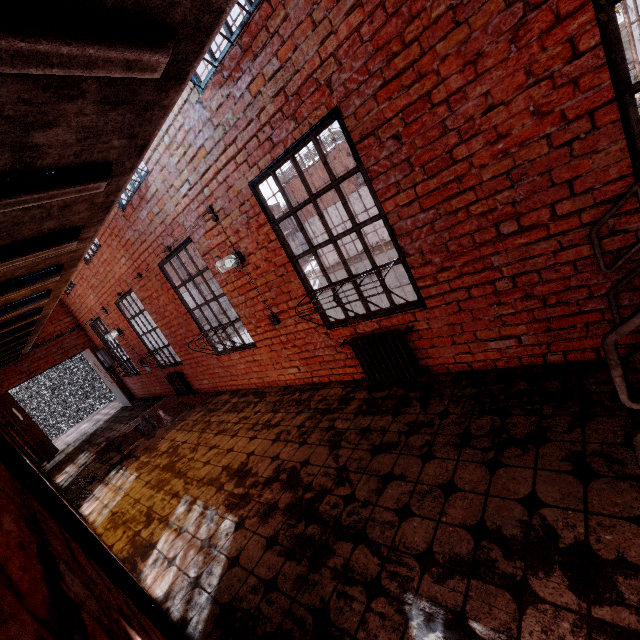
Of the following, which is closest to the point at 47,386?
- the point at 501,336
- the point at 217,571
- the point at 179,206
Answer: the point at 179,206

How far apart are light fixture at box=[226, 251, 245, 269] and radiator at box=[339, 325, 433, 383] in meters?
1.7 m

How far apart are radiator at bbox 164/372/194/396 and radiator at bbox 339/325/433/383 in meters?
5.0

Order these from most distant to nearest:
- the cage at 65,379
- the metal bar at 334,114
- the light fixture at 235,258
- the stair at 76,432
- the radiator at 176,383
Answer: the cage at 65,379, the stair at 76,432, the radiator at 176,383, the light fixture at 235,258, the metal bar at 334,114

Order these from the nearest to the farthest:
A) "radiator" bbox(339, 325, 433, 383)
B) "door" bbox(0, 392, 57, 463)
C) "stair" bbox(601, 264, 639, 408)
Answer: "stair" bbox(601, 264, 639, 408), "radiator" bbox(339, 325, 433, 383), "door" bbox(0, 392, 57, 463)

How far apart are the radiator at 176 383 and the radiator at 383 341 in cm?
503

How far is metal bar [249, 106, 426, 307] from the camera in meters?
3.0

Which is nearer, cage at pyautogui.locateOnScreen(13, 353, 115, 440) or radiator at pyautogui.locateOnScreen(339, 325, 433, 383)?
radiator at pyautogui.locateOnScreen(339, 325, 433, 383)
